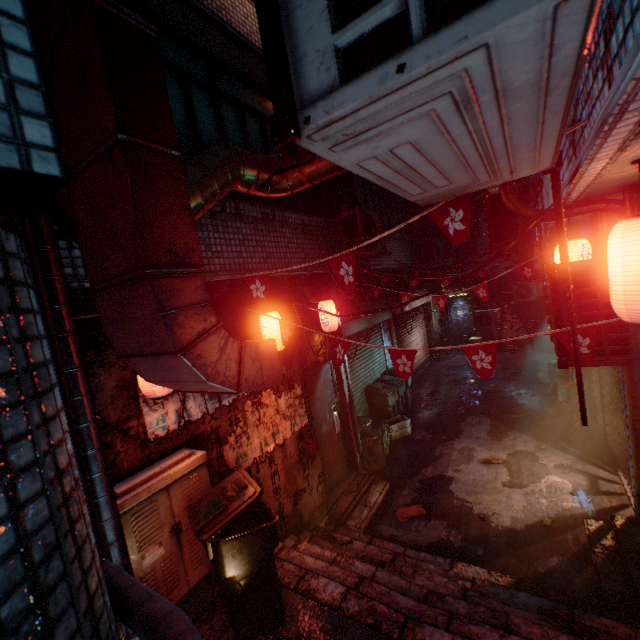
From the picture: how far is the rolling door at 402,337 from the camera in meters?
7.0

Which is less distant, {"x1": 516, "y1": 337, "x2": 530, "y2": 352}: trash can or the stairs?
the stairs

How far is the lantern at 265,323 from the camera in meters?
3.7

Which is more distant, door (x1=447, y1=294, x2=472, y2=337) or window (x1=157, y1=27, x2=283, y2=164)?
door (x1=447, y1=294, x2=472, y2=337)

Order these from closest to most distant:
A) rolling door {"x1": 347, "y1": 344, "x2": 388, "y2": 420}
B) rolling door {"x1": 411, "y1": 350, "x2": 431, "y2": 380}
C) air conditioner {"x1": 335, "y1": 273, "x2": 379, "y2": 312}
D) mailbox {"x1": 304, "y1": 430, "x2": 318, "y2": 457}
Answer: mailbox {"x1": 304, "y1": 430, "x2": 318, "y2": 457}
air conditioner {"x1": 335, "y1": 273, "x2": 379, "y2": 312}
rolling door {"x1": 347, "y1": 344, "x2": 388, "y2": 420}
rolling door {"x1": 411, "y1": 350, "x2": 431, "y2": 380}

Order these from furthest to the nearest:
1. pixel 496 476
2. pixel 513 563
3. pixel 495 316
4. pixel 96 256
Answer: pixel 495 316 < pixel 496 476 < pixel 513 563 < pixel 96 256

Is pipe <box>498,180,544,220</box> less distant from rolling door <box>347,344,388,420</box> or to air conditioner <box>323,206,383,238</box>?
air conditioner <box>323,206,383,238</box>

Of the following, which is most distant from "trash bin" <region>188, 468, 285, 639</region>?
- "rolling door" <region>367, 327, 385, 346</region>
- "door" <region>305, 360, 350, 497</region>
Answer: "rolling door" <region>367, 327, 385, 346</region>
